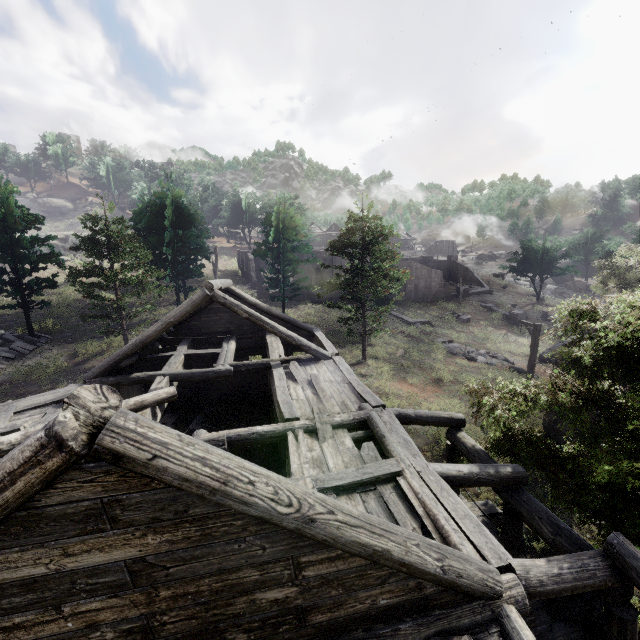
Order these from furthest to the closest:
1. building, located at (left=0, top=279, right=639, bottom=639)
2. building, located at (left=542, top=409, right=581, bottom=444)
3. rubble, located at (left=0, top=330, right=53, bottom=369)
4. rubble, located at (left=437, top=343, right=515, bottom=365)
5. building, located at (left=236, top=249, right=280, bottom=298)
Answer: building, located at (left=236, top=249, right=280, bottom=298), rubble, located at (left=437, top=343, right=515, bottom=365), rubble, located at (left=0, top=330, right=53, bottom=369), building, located at (left=542, top=409, right=581, bottom=444), building, located at (left=0, top=279, right=639, bottom=639)

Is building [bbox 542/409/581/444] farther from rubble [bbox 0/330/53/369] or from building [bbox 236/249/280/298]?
building [bbox 236/249/280/298]

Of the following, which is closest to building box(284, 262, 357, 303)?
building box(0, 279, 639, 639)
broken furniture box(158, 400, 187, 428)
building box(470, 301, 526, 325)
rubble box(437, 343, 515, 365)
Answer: building box(470, 301, 526, 325)

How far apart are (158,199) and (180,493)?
34.5 meters

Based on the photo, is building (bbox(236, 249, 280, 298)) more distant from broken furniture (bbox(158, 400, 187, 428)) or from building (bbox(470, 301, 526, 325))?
broken furniture (bbox(158, 400, 187, 428))

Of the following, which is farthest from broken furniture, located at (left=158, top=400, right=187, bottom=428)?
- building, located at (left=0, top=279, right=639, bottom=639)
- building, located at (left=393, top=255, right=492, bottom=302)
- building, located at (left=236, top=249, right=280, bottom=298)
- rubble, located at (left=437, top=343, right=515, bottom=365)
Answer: building, located at (left=236, top=249, right=280, bottom=298)

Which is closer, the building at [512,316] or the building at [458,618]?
the building at [458,618]

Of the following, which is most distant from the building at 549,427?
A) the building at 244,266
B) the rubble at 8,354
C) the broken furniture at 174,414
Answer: the building at 244,266
